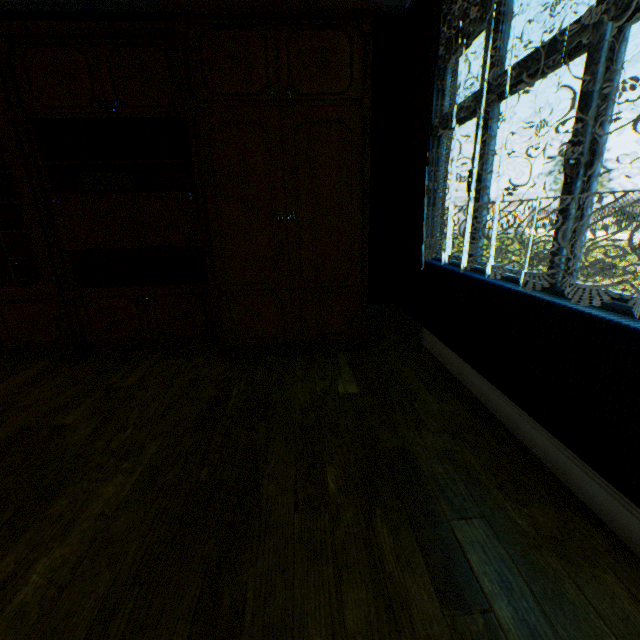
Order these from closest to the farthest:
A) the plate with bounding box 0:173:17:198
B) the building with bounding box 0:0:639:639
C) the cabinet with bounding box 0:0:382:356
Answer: the building with bounding box 0:0:639:639, the cabinet with bounding box 0:0:382:356, the plate with bounding box 0:173:17:198

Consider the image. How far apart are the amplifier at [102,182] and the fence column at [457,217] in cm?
2494

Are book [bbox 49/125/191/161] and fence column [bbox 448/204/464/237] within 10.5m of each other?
no

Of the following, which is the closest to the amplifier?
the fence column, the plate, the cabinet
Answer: the cabinet

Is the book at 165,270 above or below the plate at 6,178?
below

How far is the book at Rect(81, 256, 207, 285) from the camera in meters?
3.1 m

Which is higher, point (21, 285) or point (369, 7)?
point (369, 7)

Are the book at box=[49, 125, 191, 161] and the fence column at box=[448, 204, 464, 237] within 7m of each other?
no
